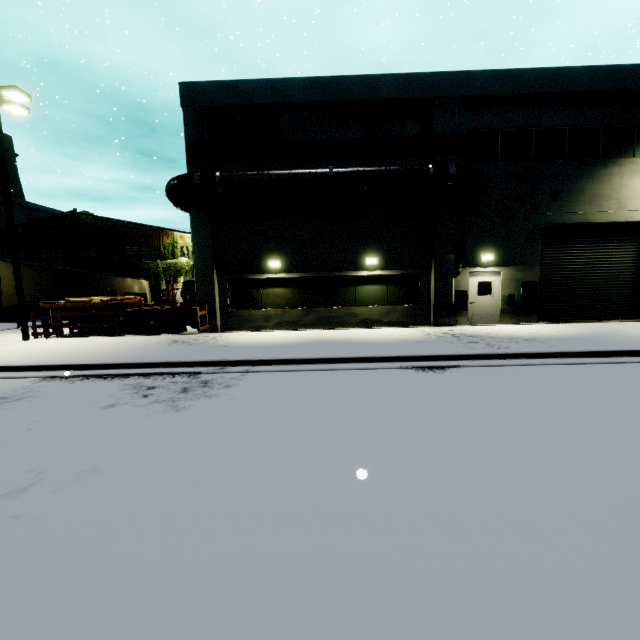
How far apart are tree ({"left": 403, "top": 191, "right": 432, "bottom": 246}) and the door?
2.3m

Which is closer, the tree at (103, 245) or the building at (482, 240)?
the building at (482, 240)

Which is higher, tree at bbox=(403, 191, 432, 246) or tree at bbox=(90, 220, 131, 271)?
tree at bbox=(90, 220, 131, 271)

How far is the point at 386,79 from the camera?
13.7m

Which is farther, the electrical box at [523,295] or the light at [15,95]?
the electrical box at [523,295]

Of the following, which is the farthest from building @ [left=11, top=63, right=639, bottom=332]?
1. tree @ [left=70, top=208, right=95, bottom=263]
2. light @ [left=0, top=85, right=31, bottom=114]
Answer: light @ [left=0, top=85, right=31, bottom=114]

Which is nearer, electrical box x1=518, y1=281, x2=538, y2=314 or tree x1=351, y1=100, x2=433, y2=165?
tree x1=351, y1=100, x2=433, y2=165

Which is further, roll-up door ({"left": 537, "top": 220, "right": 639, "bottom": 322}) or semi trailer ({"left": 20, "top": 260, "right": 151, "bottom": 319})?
semi trailer ({"left": 20, "top": 260, "right": 151, "bottom": 319})
